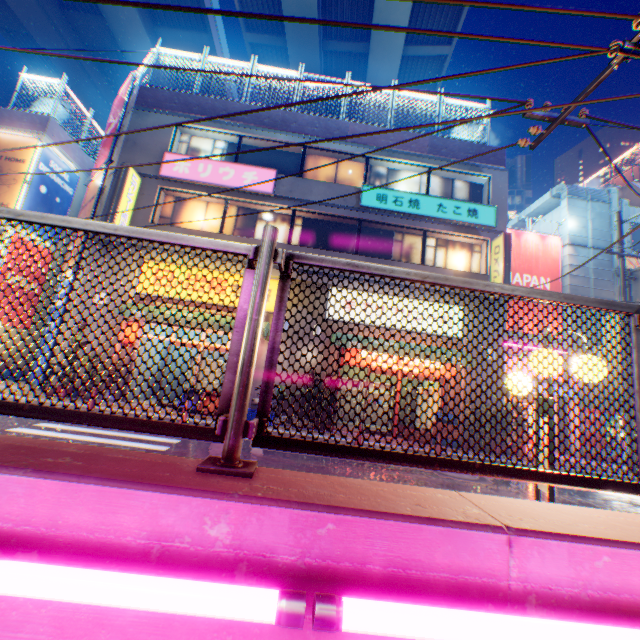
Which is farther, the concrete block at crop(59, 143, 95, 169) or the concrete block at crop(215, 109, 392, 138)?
the concrete block at crop(59, 143, 95, 169)

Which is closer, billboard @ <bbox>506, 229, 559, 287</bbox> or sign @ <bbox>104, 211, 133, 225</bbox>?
sign @ <bbox>104, 211, 133, 225</bbox>

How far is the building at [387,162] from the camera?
13.8m

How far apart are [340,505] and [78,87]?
40.6 meters

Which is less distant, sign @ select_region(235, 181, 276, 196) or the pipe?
sign @ select_region(235, 181, 276, 196)

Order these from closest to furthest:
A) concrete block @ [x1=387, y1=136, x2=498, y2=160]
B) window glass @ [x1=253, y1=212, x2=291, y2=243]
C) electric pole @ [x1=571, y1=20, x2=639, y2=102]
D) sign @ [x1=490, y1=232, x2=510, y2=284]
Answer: electric pole @ [x1=571, y1=20, x2=639, y2=102] → sign @ [x1=490, y1=232, x2=510, y2=284] → window glass @ [x1=253, y1=212, x2=291, y2=243] → concrete block @ [x1=387, y1=136, x2=498, y2=160]

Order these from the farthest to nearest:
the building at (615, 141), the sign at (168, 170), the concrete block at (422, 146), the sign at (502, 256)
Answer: the building at (615, 141)
the concrete block at (422, 146)
the sign at (168, 170)
the sign at (502, 256)

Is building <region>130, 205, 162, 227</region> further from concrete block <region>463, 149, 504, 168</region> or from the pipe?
the pipe
